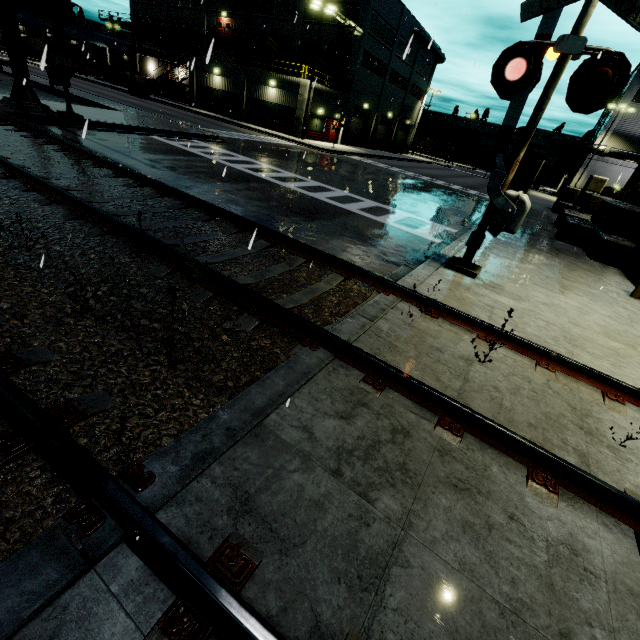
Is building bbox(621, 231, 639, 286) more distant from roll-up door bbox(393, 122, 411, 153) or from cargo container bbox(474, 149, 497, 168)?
cargo container bbox(474, 149, 497, 168)

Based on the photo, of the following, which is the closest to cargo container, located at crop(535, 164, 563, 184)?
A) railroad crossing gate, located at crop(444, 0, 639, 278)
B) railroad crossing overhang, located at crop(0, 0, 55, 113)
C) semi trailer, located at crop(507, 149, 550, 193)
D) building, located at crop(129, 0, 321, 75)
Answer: semi trailer, located at crop(507, 149, 550, 193)

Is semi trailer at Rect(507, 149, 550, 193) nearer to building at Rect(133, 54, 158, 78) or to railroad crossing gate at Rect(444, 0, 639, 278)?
building at Rect(133, 54, 158, 78)

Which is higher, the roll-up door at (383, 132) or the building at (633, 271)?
the roll-up door at (383, 132)

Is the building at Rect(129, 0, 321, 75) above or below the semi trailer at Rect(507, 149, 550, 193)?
above

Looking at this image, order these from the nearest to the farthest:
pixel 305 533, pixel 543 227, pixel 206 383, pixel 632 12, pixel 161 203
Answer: pixel 305 533 → pixel 206 383 → pixel 632 12 → pixel 161 203 → pixel 543 227

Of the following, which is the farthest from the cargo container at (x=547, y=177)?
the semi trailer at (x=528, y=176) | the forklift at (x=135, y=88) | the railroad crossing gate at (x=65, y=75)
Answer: the railroad crossing gate at (x=65, y=75)

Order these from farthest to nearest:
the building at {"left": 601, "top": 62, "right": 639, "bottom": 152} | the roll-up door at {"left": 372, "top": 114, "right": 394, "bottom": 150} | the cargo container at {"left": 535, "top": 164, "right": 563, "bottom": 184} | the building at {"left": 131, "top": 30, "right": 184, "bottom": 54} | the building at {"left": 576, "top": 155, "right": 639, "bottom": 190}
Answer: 1. the building at {"left": 131, "top": 30, "right": 184, "bottom": 54}
2. the roll-up door at {"left": 372, "top": 114, "right": 394, "bottom": 150}
3. the cargo container at {"left": 535, "top": 164, "right": 563, "bottom": 184}
4. the building at {"left": 601, "top": 62, "right": 639, "bottom": 152}
5. the building at {"left": 576, "top": 155, "right": 639, "bottom": 190}
